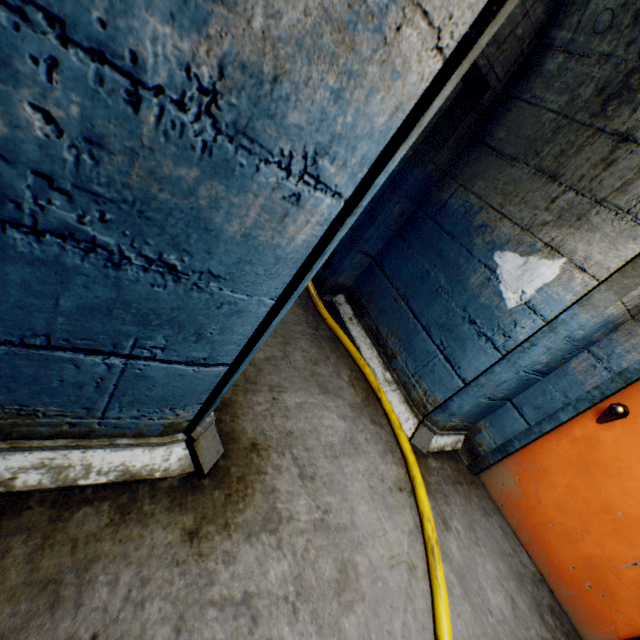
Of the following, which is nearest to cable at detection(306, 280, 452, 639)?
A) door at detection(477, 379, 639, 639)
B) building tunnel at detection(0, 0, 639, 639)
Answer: building tunnel at detection(0, 0, 639, 639)

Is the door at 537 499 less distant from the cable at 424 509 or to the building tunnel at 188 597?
the building tunnel at 188 597

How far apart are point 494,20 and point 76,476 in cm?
167

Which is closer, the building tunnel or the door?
the building tunnel

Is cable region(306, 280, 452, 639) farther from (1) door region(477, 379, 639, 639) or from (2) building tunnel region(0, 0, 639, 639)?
(1) door region(477, 379, 639, 639)

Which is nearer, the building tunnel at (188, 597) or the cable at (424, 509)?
the building tunnel at (188, 597)
